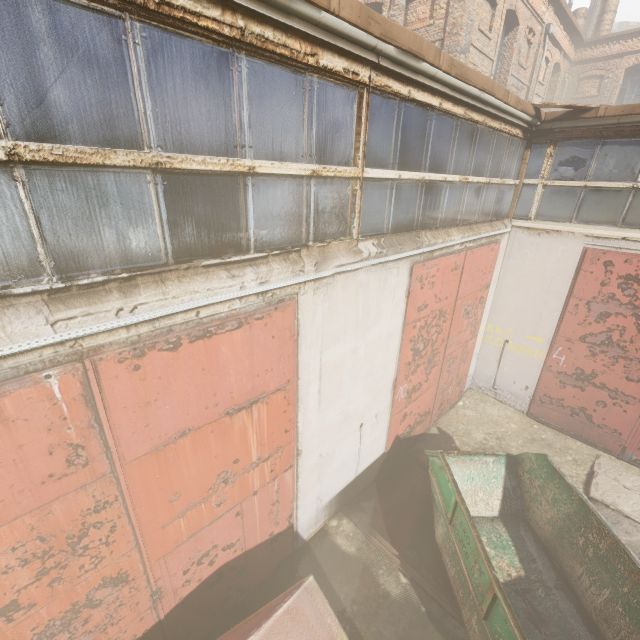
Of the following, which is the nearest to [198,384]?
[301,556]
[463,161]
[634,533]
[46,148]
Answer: [46,148]

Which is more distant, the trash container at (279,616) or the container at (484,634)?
the container at (484,634)

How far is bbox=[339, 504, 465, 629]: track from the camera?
4.39m

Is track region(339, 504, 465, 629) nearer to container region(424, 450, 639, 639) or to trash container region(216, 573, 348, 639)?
container region(424, 450, 639, 639)

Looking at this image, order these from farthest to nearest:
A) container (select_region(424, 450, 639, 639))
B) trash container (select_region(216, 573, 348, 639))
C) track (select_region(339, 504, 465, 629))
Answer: track (select_region(339, 504, 465, 629)) < container (select_region(424, 450, 639, 639)) < trash container (select_region(216, 573, 348, 639))

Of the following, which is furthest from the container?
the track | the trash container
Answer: the trash container

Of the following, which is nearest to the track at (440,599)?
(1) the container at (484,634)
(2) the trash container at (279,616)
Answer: (1) the container at (484,634)

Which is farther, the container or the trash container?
the container
